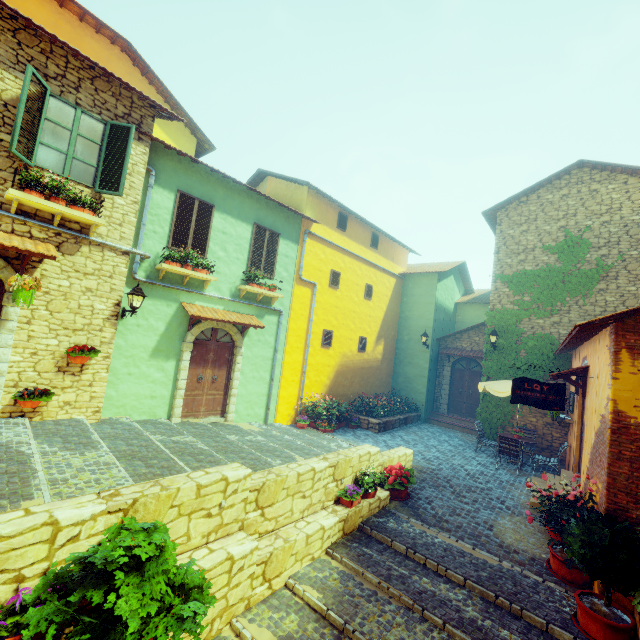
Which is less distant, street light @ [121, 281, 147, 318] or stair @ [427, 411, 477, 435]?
street light @ [121, 281, 147, 318]

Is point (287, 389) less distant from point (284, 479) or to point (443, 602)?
point (284, 479)

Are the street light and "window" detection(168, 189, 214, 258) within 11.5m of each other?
yes

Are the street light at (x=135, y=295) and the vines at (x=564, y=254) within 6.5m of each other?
no

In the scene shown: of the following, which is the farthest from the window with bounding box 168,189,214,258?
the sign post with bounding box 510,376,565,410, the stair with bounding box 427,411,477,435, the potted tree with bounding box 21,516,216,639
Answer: the stair with bounding box 427,411,477,435

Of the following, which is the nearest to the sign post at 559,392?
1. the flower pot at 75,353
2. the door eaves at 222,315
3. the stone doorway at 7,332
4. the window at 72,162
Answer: the door eaves at 222,315

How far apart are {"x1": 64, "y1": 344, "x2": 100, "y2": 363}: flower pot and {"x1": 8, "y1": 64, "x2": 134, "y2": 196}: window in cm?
316

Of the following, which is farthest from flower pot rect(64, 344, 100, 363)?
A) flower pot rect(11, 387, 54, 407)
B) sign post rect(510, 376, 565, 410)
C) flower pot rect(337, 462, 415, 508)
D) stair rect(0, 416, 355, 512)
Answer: sign post rect(510, 376, 565, 410)
